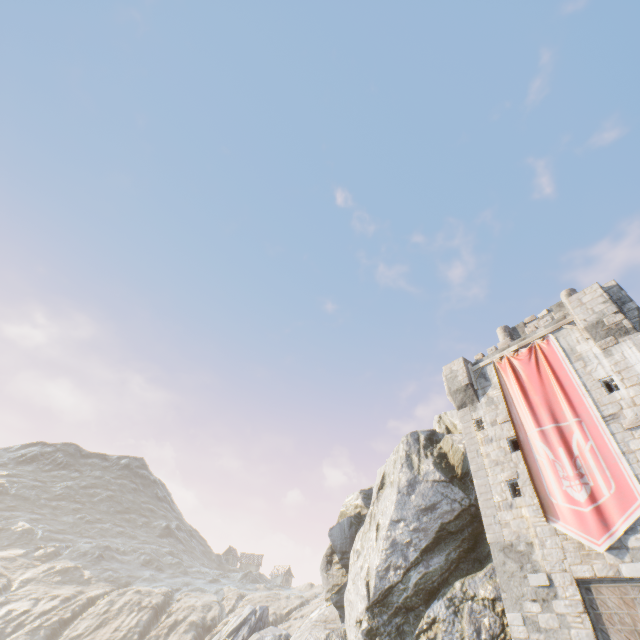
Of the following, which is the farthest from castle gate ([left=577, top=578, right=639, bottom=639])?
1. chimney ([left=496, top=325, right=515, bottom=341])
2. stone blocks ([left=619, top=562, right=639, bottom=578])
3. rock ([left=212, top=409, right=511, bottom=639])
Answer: chimney ([left=496, top=325, right=515, bottom=341])

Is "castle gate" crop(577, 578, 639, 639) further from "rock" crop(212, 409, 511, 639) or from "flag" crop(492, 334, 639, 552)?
"rock" crop(212, 409, 511, 639)

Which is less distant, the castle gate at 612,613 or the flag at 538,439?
the castle gate at 612,613

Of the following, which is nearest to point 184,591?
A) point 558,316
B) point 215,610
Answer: point 215,610

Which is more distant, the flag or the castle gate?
the flag

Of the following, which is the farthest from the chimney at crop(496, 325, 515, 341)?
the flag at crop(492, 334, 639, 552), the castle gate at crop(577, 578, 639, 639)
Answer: the castle gate at crop(577, 578, 639, 639)

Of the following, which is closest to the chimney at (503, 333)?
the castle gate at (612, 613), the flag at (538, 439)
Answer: the flag at (538, 439)

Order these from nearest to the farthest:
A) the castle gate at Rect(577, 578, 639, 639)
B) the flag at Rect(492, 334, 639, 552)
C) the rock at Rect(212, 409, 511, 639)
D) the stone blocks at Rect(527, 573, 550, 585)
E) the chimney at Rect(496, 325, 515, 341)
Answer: the castle gate at Rect(577, 578, 639, 639)
the flag at Rect(492, 334, 639, 552)
the stone blocks at Rect(527, 573, 550, 585)
the rock at Rect(212, 409, 511, 639)
the chimney at Rect(496, 325, 515, 341)
